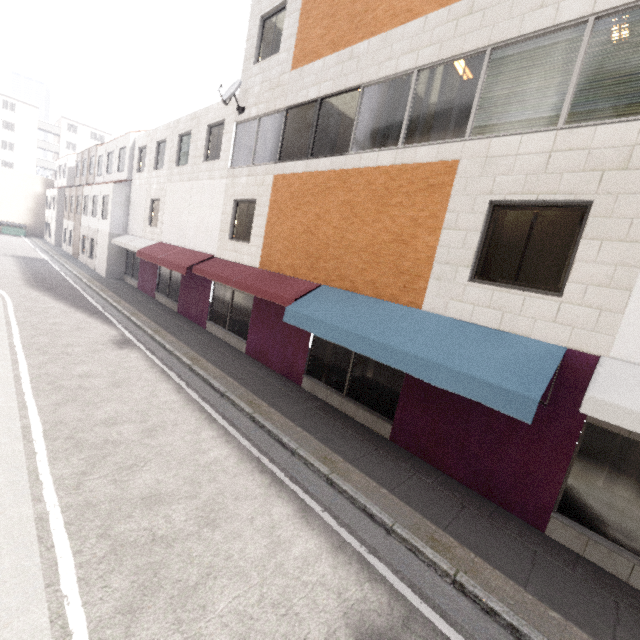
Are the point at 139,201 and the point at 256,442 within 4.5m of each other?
no

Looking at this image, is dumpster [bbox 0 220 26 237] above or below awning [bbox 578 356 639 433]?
below

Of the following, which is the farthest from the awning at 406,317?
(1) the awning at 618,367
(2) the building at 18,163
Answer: (2) the building at 18,163

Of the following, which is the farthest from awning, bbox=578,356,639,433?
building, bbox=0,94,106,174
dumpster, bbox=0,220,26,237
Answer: dumpster, bbox=0,220,26,237

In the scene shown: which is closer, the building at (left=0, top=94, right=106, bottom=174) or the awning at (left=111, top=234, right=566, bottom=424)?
the awning at (left=111, top=234, right=566, bottom=424)

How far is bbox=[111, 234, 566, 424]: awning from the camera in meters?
4.7 m

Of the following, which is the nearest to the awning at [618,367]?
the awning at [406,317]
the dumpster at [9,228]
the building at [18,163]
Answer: the awning at [406,317]

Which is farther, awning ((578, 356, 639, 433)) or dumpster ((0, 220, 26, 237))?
dumpster ((0, 220, 26, 237))
